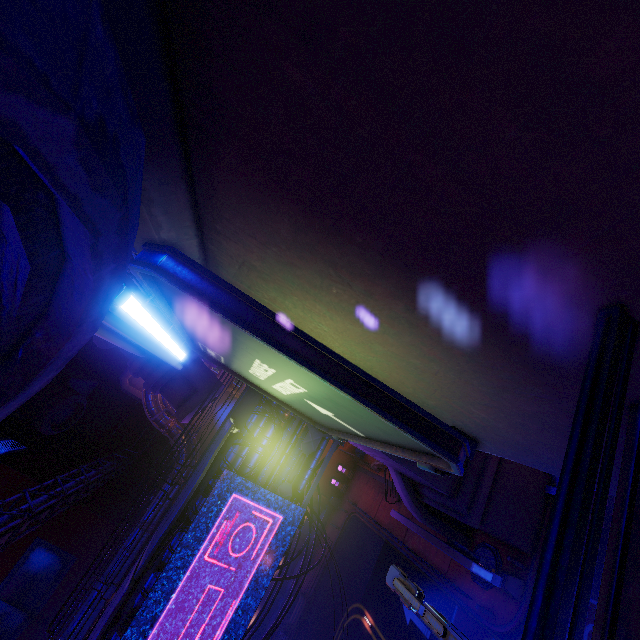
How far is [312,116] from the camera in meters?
1.9 m

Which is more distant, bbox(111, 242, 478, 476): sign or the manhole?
the manhole

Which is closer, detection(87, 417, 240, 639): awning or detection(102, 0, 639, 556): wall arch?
detection(102, 0, 639, 556): wall arch

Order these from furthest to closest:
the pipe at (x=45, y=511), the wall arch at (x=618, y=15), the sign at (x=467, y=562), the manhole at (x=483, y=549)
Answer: the pipe at (x=45, y=511), the manhole at (x=483, y=549), the sign at (x=467, y=562), the wall arch at (x=618, y=15)

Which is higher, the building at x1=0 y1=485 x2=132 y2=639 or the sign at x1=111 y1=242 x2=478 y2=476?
the building at x1=0 y1=485 x2=132 y2=639

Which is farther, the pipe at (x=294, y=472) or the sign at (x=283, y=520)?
the pipe at (x=294, y=472)

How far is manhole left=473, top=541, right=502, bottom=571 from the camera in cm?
1644

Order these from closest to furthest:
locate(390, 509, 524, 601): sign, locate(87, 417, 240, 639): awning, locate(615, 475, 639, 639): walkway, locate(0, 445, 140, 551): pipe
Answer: locate(615, 475, 639, 639): walkway → locate(87, 417, 240, 639): awning → locate(390, 509, 524, 601): sign → locate(0, 445, 140, 551): pipe
